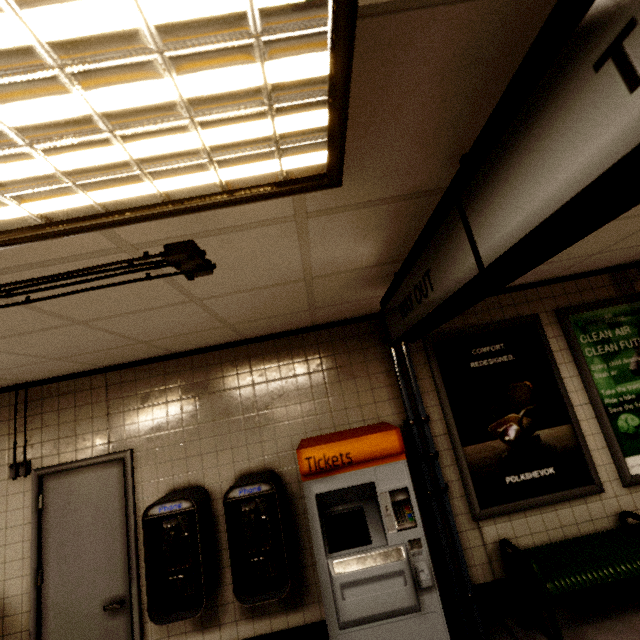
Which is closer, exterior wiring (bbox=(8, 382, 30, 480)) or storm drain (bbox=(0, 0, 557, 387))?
storm drain (bbox=(0, 0, 557, 387))

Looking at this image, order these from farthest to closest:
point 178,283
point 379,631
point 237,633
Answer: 1. point 237,633
2. point 379,631
3. point 178,283

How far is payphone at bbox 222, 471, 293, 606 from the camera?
2.7m

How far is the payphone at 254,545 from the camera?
2.7 meters

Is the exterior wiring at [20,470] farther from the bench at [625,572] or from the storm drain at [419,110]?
the bench at [625,572]

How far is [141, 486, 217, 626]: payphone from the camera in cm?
267

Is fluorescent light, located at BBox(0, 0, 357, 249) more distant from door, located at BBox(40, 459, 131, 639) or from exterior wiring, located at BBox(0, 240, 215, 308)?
door, located at BBox(40, 459, 131, 639)

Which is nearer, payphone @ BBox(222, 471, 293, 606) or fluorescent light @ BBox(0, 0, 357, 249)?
fluorescent light @ BBox(0, 0, 357, 249)
